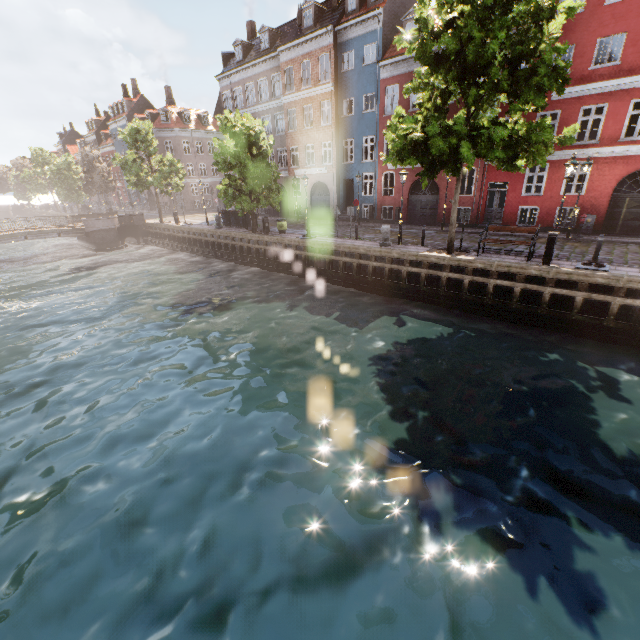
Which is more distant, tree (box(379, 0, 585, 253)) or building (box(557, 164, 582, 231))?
building (box(557, 164, 582, 231))

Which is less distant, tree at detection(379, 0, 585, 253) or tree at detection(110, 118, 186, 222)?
tree at detection(379, 0, 585, 253)

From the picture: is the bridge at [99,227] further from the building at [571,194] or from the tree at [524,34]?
the building at [571,194]

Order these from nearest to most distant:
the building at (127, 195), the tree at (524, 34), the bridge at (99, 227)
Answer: the tree at (524, 34)
the bridge at (99, 227)
the building at (127, 195)

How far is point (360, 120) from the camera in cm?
2542

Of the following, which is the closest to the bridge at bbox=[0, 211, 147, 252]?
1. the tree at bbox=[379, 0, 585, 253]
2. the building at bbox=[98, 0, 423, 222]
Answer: the tree at bbox=[379, 0, 585, 253]

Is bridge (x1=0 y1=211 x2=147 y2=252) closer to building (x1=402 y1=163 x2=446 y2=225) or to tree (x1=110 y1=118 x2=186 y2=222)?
tree (x1=110 y1=118 x2=186 y2=222)
